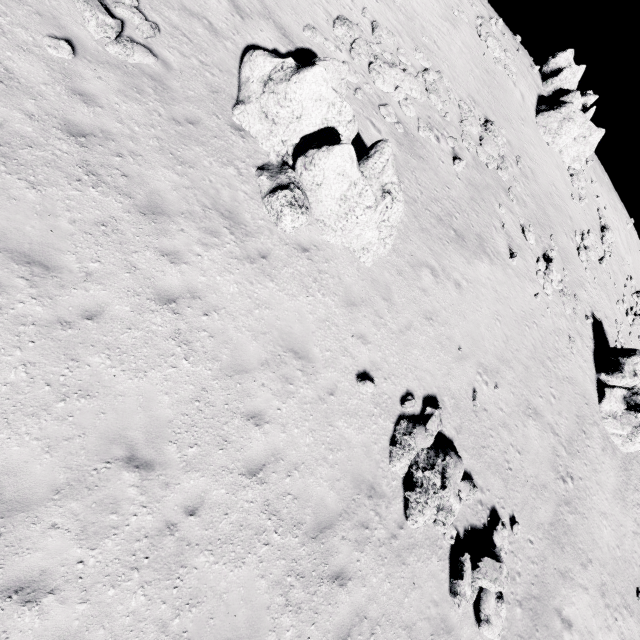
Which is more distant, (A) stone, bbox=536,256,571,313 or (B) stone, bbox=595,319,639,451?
(B) stone, bbox=595,319,639,451

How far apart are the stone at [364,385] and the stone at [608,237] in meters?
33.0

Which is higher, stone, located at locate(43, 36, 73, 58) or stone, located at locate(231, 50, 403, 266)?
stone, located at locate(231, 50, 403, 266)

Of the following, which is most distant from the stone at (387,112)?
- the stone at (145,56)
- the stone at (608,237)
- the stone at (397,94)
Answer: the stone at (608,237)

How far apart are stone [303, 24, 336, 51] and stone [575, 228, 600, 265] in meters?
24.4

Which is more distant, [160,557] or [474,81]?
[474,81]

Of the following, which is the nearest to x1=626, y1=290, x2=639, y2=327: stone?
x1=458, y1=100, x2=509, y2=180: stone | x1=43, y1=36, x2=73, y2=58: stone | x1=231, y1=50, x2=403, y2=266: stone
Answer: x1=458, y1=100, x2=509, y2=180: stone

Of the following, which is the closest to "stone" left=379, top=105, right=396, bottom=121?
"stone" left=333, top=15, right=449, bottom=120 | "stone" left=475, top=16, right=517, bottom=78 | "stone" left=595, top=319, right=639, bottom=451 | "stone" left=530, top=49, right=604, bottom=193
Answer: "stone" left=333, top=15, right=449, bottom=120
